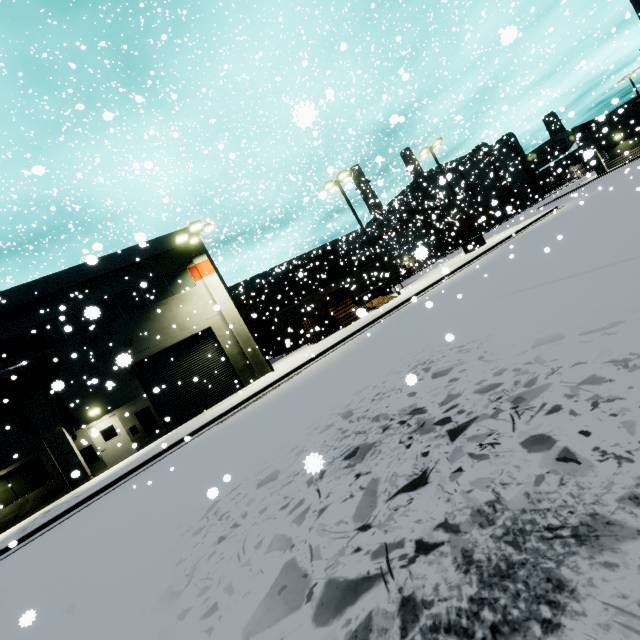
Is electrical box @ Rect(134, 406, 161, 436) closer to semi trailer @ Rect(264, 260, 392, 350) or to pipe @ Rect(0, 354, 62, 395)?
pipe @ Rect(0, 354, 62, 395)

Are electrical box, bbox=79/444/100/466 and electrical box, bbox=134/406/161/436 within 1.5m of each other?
no

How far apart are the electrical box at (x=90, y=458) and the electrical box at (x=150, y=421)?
2.4 meters

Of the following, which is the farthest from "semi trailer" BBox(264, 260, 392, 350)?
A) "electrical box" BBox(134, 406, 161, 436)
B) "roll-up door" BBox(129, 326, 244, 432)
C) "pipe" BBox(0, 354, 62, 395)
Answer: "electrical box" BBox(134, 406, 161, 436)

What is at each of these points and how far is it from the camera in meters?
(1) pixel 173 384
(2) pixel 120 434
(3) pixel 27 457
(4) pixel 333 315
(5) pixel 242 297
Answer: (1) roll-up door, 19.5 m
(2) door, 17.9 m
(3) building, 16.2 m
(4) pallet, 22.9 m
(5) building, 19.5 m

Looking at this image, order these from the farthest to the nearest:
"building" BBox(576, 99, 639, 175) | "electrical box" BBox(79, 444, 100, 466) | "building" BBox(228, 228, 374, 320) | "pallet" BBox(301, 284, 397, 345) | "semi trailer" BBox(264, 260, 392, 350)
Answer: "building" BBox(228, 228, 374, 320) → "semi trailer" BBox(264, 260, 392, 350) → "building" BBox(576, 99, 639, 175) → "pallet" BBox(301, 284, 397, 345) → "electrical box" BBox(79, 444, 100, 466)

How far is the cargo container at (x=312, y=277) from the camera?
34.38m

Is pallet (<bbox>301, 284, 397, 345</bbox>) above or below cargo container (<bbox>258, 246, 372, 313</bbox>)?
below
